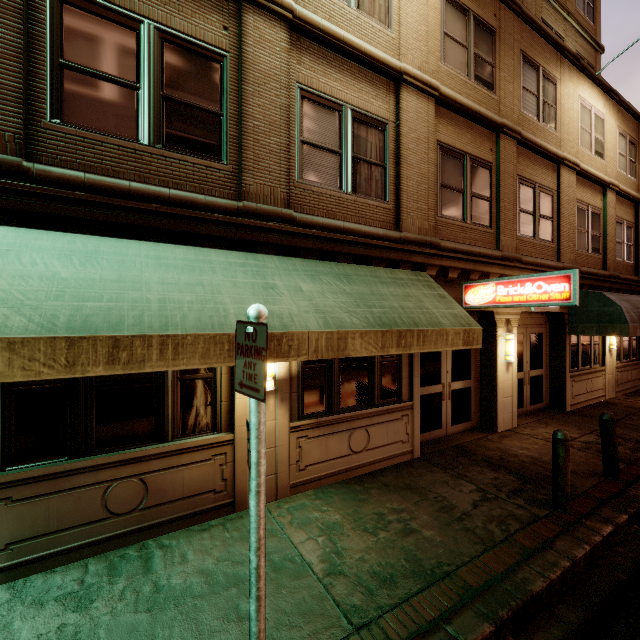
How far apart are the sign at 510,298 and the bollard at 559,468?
→ 2.3 meters

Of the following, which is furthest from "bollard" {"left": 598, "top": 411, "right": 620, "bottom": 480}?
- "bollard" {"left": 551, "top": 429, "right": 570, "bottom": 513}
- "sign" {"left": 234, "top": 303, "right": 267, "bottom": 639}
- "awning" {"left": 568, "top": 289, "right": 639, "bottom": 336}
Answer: "sign" {"left": 234, "top": 303, "right": 267, "bottom": 639}

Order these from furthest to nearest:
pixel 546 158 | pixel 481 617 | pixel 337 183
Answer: pixel 546 158, pixel 337 183, pixel 481 617

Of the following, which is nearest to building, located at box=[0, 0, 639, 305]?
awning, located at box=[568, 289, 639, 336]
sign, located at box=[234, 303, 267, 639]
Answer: awning, located at box=[568, 289, 639, 336]

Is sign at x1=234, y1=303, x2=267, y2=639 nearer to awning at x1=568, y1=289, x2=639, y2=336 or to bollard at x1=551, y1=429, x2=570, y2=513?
bollard at x1=551, y1=429, x2=570, y2=513

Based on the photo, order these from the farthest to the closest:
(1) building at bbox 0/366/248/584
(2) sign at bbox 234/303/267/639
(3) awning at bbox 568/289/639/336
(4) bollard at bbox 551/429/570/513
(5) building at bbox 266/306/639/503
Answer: (3) awning at bbox 568/289/639/336 → (5) building at bbox 266/306/639/503 → (4) bollard at bbox 551/429/570/513 → (1) building at bbox 0/366/248/584 → (2) sign at bbox 234/303/267/639

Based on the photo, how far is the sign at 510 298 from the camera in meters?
5.8 m

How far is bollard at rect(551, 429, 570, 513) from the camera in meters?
5.0 m
